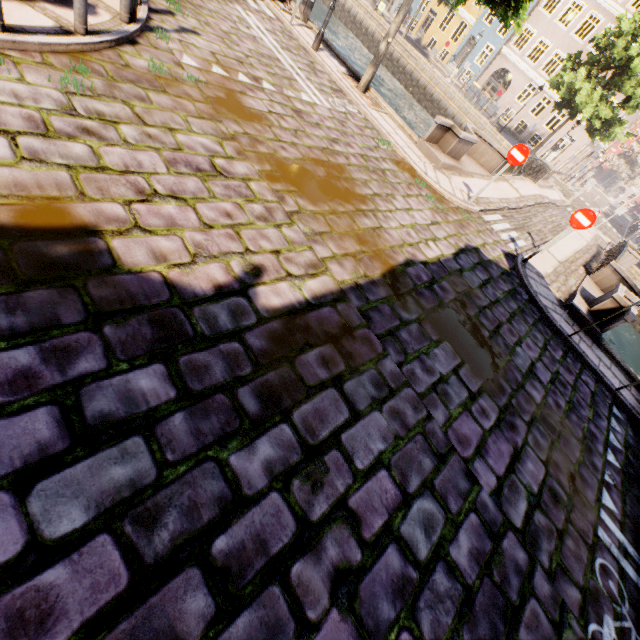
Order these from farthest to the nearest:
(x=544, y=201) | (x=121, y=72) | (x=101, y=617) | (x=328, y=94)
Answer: (x=544, y=201) < (x=328, y=94) < (x=121, y=72) < (x=101, y=617)

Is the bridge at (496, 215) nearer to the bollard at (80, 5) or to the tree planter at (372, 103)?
the tree planter at (372, 103)

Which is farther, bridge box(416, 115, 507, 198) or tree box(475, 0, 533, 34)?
bridge box(416, 115, 507, 198)

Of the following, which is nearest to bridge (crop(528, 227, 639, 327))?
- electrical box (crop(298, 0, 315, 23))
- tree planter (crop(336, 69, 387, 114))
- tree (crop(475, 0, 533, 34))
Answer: tree planter (crop(336, 69, 387, 114))

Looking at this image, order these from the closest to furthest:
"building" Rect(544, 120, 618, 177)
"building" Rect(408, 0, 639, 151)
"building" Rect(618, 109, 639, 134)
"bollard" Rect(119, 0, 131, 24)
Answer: "bollard" Rect(119, 0, 131, 24)
"building" Rect(408, 0, 639, 151)
"building" Rect(618, 109, 639, 134)
"building" Rect(544, 120, 618, 177)

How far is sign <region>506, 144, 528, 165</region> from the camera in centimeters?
877cm

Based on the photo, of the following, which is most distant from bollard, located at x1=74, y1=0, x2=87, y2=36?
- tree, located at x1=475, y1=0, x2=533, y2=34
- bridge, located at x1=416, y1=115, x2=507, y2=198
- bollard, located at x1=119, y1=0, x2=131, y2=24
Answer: bridge, located at x1=416, y1=115, x2=507, y2=198

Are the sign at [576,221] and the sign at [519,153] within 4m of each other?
yes
